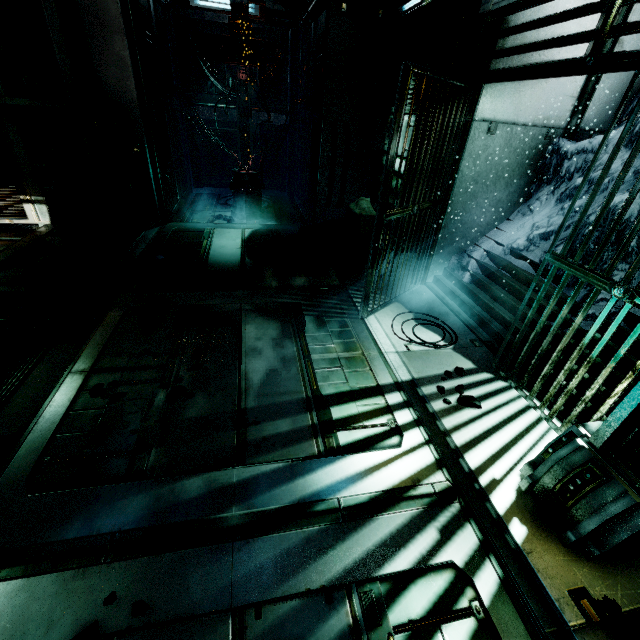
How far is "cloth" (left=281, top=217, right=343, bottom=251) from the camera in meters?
6.9 m

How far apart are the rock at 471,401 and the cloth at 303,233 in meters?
4.2 m

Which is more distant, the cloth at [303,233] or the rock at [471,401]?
the cloth at [303,233]

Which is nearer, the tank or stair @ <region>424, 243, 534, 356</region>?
stair @ <region>424, 243, 534, 356</region>

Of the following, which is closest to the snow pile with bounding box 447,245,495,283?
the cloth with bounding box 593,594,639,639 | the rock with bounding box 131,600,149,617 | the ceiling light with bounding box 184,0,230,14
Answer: the cloth with bounding box 593,594,639,639

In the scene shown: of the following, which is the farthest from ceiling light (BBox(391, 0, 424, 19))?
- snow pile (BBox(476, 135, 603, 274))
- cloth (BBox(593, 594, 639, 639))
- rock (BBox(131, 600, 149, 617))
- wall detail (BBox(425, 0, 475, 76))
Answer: rock (BBox(131, 600, 149, 617))

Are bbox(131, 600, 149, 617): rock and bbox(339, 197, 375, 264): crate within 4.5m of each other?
no

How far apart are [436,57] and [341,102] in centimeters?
331cm
